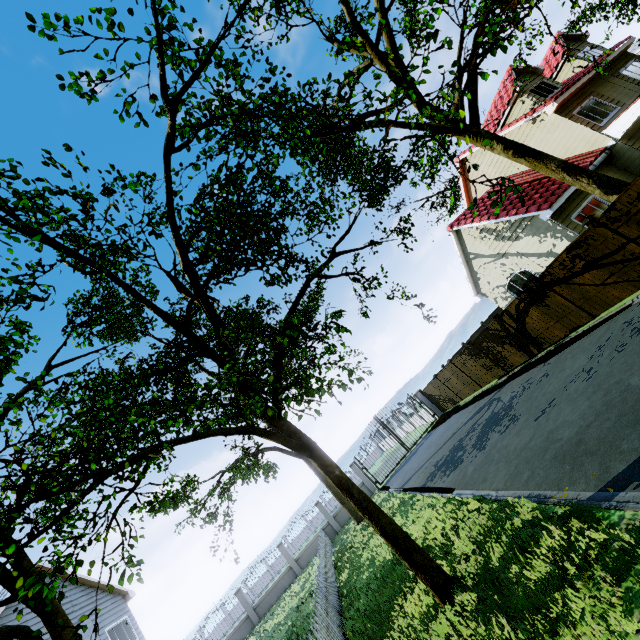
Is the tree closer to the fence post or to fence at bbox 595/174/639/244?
fence at bbox 595/174/639/244

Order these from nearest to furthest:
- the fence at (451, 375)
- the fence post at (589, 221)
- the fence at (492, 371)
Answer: the fence post at (589, 221), the fence at (492, 371), the fence at (451, 375)

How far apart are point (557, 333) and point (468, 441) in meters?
5.3 m

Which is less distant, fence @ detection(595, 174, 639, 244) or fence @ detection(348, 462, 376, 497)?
fence @ detection(595, 174, 639, 244)

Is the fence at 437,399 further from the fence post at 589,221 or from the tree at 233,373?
the tree at 233,373

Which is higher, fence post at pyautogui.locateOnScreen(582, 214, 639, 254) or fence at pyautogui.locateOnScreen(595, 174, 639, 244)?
fence post at pyautogui.locateOnScreen(582, 214, 639, 254)

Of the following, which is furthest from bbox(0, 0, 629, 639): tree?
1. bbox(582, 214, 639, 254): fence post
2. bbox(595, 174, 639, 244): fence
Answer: bbox(582, 214, 639, 254): fence post
